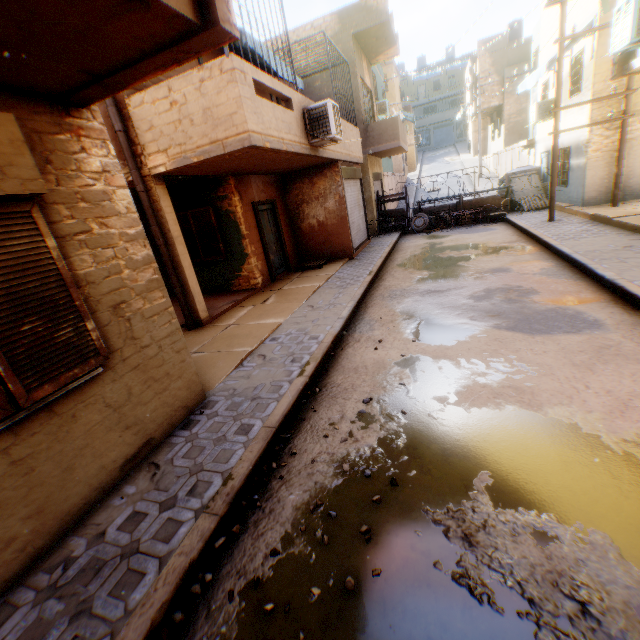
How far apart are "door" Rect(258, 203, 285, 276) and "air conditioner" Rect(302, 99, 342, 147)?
2.7 meters

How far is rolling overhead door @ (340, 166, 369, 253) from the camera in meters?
12.0

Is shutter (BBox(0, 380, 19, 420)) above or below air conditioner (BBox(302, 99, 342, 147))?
below

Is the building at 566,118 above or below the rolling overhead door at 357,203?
above

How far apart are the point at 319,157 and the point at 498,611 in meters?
9.8 m

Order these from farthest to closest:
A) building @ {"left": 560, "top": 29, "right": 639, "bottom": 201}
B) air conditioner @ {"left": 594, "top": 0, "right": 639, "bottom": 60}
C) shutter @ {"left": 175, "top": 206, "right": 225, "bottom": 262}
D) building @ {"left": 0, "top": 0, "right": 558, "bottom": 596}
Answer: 1. shutter @ {"left": 175, "top": 206, "right": 225, "bottom": 262}
2. building @ {"left": 560, "top": 29, "right": 639, "bottom": 201}
3. air conditioner @ {"left": 594, "top": 0, "right": 639, "bottom": 60}
4. building @ {"left": 0, "top": 0, "right": 558, "bottom": 596}

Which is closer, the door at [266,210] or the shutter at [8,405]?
the shutter at [8,405]

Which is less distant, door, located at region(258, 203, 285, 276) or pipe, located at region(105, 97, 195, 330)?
pipe, located at region(105, 97, 195, 330)
